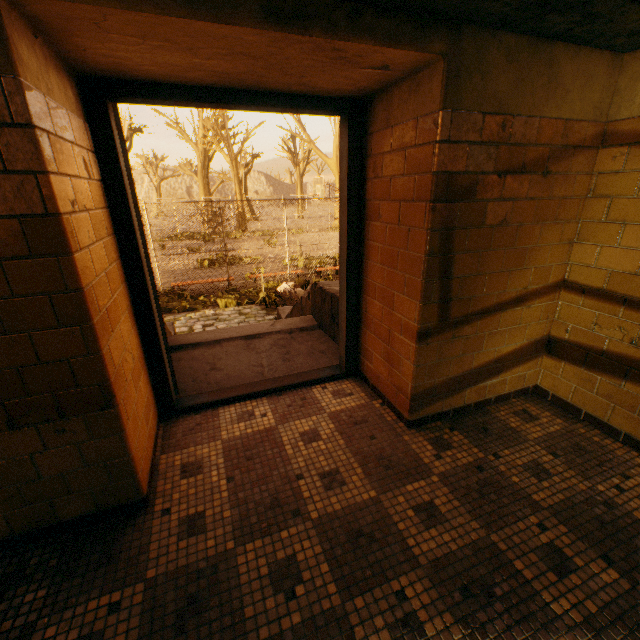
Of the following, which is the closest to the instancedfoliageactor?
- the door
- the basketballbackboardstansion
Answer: the door

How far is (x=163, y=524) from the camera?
1.70m

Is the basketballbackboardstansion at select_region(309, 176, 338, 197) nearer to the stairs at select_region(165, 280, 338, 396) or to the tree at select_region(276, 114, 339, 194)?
the tree at select_region(276, 114, 339, 194)

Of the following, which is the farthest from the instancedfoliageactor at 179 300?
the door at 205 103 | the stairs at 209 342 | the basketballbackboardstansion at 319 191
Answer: the basketballbackboardstansion at 319 191

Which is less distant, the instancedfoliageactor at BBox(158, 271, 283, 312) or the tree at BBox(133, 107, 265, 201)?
the instancedfoliageactor at BBox(158, 271, 283, 312)

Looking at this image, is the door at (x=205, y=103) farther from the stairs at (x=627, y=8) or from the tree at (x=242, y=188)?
the tree at (x=242, y=188)

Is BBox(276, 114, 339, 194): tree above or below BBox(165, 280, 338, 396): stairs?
above

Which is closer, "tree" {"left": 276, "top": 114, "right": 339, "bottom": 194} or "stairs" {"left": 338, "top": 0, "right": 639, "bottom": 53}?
"stairs" {"left": 338, "top": 0, "right": 639, "bottom": 53}
